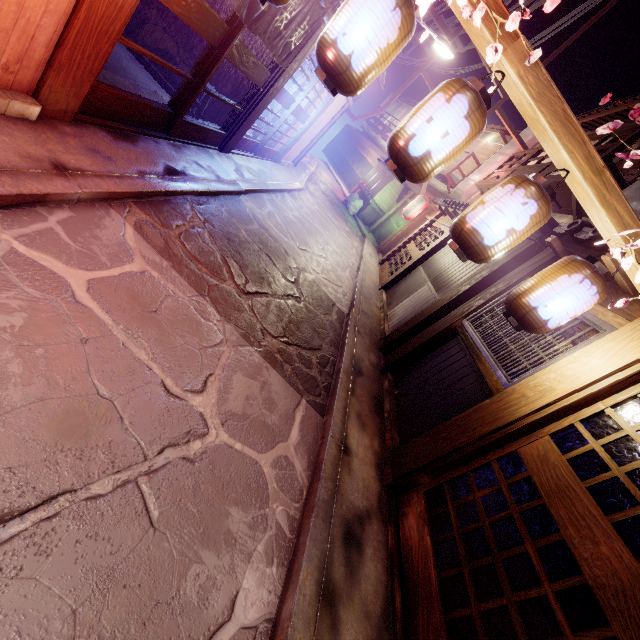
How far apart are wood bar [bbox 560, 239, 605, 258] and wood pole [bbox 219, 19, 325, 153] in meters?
9.3

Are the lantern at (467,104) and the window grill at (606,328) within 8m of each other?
yes

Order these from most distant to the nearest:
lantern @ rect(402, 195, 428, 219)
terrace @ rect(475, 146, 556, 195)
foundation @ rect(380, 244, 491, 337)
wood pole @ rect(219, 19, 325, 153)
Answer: lantern @ rect(402, 195, 428, 219)
terrace @ rect(475, 146, 556, 195)
foundation @ rect(380, 244, 491, 337)
wood pole @ rect(219, 19, 325, 153)

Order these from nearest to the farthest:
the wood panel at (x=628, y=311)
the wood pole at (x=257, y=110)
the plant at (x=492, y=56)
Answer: the plant at (x=492, y=56) < the wood panel at (x=628, y=311) < the wood pole at (x=257, y=110)

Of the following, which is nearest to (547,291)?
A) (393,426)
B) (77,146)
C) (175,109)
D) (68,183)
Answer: (393,426)

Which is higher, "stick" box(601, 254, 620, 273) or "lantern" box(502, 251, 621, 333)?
"stick" box(601, 254, 620, 273)

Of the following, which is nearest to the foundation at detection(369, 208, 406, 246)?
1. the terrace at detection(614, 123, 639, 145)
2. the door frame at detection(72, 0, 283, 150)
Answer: the terrace at detection(614, 123, 639, 145)

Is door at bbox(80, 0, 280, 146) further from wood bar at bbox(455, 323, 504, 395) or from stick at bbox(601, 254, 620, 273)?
wood bar at bbox(455, 323, 504, 395)
